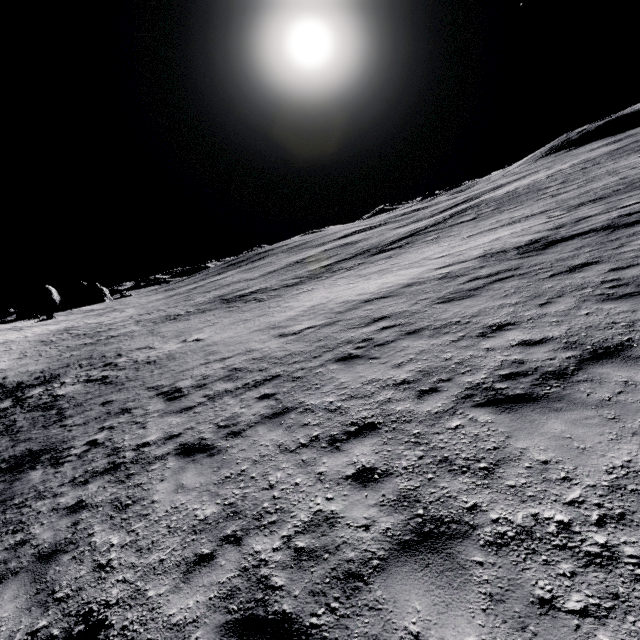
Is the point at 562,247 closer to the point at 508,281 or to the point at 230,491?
the point at 508,281
